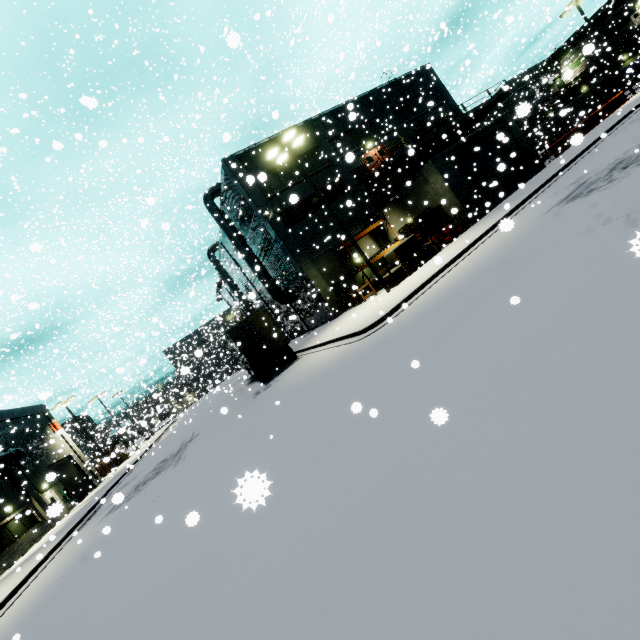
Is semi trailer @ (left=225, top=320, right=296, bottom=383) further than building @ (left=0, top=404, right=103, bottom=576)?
No

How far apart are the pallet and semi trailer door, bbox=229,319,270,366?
11.6 meters

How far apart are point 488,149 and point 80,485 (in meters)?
47.90

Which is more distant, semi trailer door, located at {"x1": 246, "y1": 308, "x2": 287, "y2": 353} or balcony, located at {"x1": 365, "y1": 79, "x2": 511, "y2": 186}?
balcony, located at {"x1": 365, "y1": 79, "x2": 511, "y2": 186}

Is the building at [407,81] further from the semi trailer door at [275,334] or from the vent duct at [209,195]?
the semi trailer door at [275,334]

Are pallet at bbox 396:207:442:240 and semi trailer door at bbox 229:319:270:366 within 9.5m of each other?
A: no

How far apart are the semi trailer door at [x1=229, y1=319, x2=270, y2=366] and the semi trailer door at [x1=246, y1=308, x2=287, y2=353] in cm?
49

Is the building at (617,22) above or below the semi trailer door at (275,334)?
above
